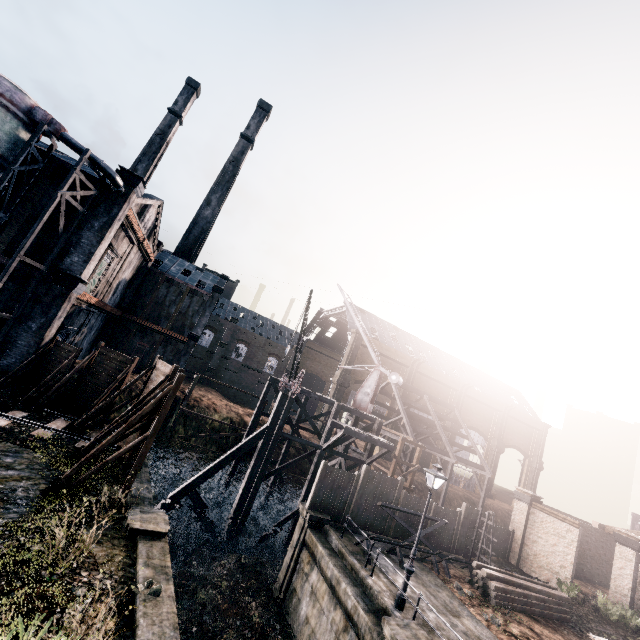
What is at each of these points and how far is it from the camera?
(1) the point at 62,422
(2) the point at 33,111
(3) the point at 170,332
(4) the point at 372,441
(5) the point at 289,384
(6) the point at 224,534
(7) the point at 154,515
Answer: (1) railway, 19.1 meters
(2) silo, 19.6 meters
(3) building, 39.4 meters
(4) wooden scaffolding, 25.0 meters
(5) crane, 23.8 meters
(6) wooden brace, 22.9 meters
(7) column, 12.8 meters

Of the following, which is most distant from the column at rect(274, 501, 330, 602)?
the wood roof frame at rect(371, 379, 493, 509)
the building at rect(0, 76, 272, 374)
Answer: the building at rect(0, 76, 272, 374)

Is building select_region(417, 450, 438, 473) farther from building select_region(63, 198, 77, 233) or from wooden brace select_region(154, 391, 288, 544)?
building select_region(63, 198, 77, 233)

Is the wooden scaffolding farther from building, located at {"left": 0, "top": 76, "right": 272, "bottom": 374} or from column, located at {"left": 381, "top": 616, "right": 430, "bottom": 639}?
building, located at {"left": 0, "top": 76, "right": 272, "bottom": 374}

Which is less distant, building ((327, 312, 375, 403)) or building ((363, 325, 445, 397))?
building ((327, 312, 375, 403))

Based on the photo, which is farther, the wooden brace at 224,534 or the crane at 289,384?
the wooden brace at 224,534

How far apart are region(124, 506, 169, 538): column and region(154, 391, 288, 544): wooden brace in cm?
981

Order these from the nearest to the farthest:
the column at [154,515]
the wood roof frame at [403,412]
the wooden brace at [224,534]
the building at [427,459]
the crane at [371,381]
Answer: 1. the column at [154,515]
2. the wooden brace at [224,534]
3. the crane at [371,381]
4. the wood roof frame at [403,412]
5. the building at [427,459]
